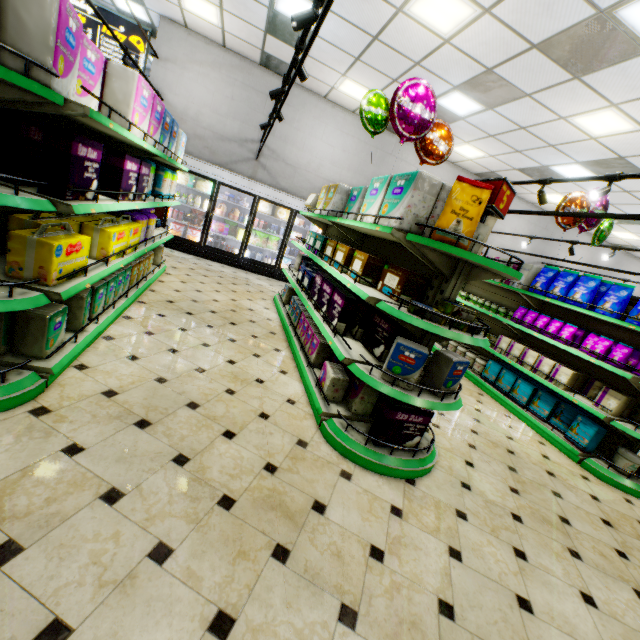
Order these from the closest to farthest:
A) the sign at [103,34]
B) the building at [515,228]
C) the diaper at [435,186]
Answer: the diaper at [435,186] < the sign at [103,34] < the building at [515,228]

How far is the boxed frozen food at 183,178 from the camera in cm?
786

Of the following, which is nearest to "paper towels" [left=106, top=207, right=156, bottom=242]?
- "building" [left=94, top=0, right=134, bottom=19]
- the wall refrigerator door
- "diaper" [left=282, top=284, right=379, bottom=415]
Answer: "building" [left=94, top=0, right=134, bottom=19]

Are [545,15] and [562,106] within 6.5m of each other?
yes

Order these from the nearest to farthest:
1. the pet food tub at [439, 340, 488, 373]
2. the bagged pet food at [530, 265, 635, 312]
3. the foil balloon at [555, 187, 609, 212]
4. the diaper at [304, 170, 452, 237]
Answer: the diaper at [304, 170, 452, 237] < the bagged pet food at [530, 265, 635, 312] < the foil balloon at [555, 187, 609, 212] < the pet food tub at [439, 340, 488, 373]

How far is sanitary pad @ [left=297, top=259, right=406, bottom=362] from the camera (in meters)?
3.09

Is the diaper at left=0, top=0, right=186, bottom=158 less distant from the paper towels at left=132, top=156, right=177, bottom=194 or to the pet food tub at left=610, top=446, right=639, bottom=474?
the paper towels at left=132, top=156, right=177, bottom=194

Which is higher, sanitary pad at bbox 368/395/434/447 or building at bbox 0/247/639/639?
sanitary pad at bbox 368/395/434/447
